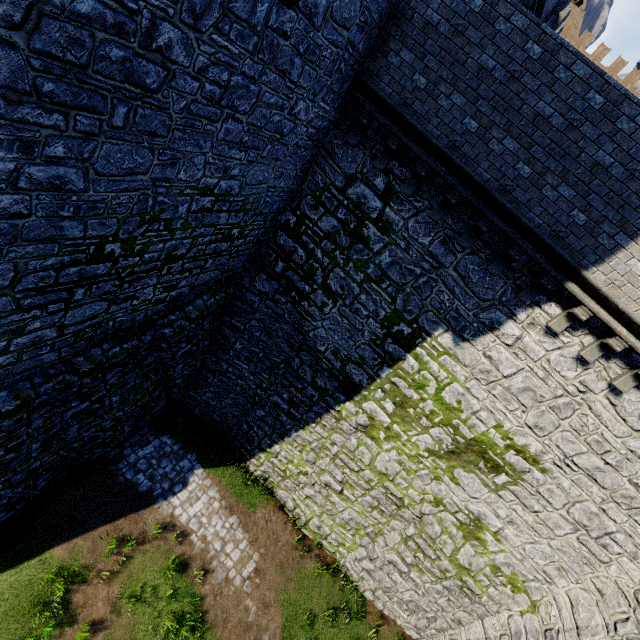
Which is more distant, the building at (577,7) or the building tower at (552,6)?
the building at (577,7)

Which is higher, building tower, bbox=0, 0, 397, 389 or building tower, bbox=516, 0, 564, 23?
building tower, bbox=516, 0, 564, 23

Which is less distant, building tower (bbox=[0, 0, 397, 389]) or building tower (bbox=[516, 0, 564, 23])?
building tower (bbox=[0, 0, 397, 389])

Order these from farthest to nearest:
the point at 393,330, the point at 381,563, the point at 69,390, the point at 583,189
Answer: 1. the point at 381,563
2. the point at 393,330
3. the point at 69,390
4. the point at 583,189

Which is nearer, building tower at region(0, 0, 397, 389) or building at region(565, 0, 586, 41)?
building tower at region(0, 0, 397, 389)

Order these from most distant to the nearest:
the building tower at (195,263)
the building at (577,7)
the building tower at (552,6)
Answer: the building at (577,7) < the building tower at (552,6) < the building tower at (195,263)

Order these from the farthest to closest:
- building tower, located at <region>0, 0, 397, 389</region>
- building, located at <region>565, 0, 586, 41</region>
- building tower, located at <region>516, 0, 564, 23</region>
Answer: building, located at <region>565, 0, 586, 41</region> < building tower, located at <region>516, 0, 564, 23</region> < building tower, located at <region>0, 0, 397, 389</region>
